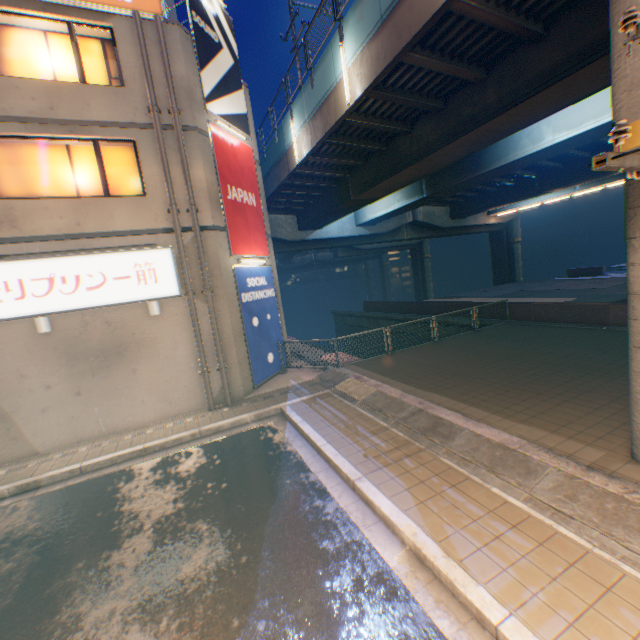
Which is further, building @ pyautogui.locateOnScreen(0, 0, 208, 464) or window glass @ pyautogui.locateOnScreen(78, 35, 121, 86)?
window glass @ pyautogui.locateOnScreen(78, 35, 121, 86)

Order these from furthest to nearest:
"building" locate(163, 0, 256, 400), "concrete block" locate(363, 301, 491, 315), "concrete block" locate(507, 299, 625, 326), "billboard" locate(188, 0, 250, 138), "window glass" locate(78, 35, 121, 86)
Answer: "concrete block" locate(363, 301, 491, 315)
"concrete block" locate(507, 299, 625, 326)
"billboard" locate(188, 0, 250, 138)
"building" locate(163, 0, 256, 400)
"window glass" locate(78, 35, 121, 86)

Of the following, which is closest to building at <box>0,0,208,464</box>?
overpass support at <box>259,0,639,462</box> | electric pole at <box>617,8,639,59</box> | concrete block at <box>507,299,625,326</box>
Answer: overpass support at <box>259,0,639,462</box>

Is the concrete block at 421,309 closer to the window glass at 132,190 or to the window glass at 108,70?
the window glass at 132,190

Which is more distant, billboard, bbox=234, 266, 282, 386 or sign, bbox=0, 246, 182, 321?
billboard, bbox=234, 266, 282, 386

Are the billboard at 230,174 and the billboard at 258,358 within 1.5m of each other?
yes

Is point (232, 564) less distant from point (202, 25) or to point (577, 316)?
point (202, 25)

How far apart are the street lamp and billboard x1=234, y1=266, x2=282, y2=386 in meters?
5.0
